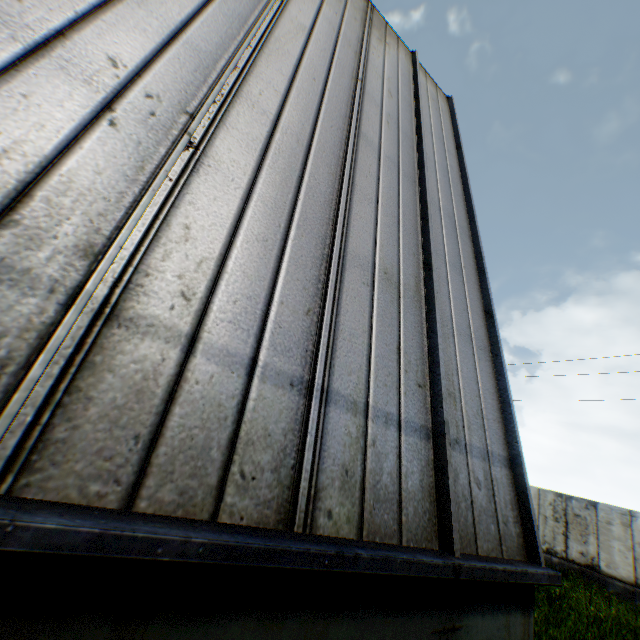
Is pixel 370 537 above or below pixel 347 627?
above
